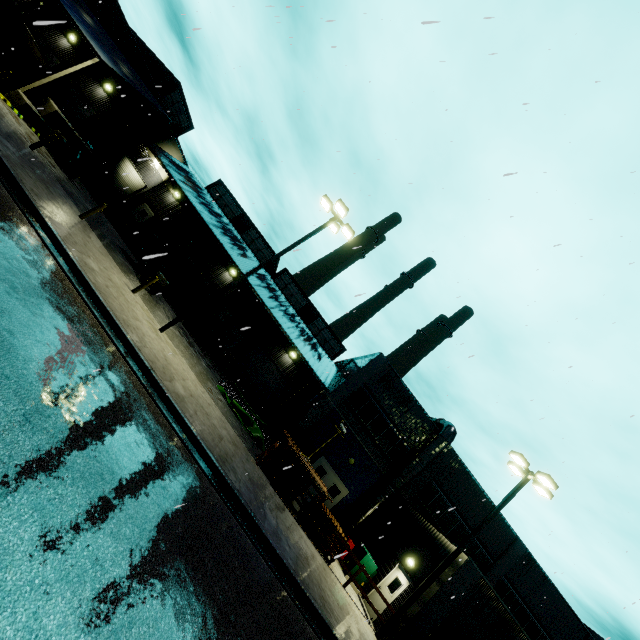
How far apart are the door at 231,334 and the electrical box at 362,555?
17.9 meters

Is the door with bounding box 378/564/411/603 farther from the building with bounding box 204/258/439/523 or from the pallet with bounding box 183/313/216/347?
the pallet with bounding box 183/313/216/347

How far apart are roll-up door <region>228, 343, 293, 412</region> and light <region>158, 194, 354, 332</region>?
15.04m

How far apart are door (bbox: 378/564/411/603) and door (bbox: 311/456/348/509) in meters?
5.4

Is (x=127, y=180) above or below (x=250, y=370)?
above

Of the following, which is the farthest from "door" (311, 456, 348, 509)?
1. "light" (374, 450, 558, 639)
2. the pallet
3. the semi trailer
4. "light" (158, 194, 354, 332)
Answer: "light" (158, 194, 354, 332)

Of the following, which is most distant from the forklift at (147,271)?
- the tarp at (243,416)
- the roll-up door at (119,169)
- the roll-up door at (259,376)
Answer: the roll-up door at (259,376)

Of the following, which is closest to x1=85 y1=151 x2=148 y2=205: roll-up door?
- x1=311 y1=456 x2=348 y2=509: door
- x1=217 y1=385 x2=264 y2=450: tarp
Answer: x1=217 y1=385 x2=264 y2=450: tarp
